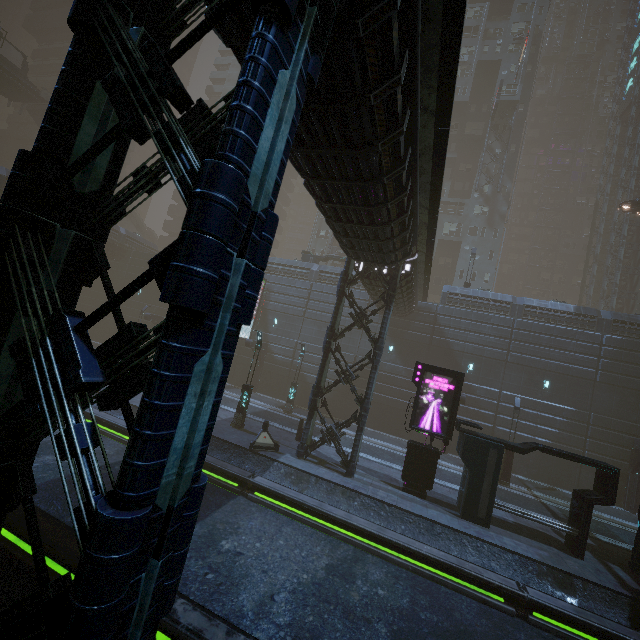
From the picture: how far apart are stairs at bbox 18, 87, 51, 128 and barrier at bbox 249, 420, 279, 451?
49.2 meters

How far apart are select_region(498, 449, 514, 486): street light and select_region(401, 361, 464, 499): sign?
8.4 meters

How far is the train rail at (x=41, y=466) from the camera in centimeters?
715cm

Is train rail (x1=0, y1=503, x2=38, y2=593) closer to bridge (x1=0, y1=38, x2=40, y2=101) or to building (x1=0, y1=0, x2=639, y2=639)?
building (x1=0, y1=0, x2=639, y2=639)

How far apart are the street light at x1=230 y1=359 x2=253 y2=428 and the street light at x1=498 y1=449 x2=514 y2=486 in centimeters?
1650cm

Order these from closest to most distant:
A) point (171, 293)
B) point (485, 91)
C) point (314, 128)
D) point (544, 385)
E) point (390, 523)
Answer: point (171, 293) < point (314, 128) < point (390, 523) < point (544, 385) < point (485, 91)

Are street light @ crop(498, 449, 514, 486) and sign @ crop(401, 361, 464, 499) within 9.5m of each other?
yes

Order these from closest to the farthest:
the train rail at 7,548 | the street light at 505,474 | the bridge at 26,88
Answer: the train rail at 7,548, the street light at 505,474, the bridge at 26,88
